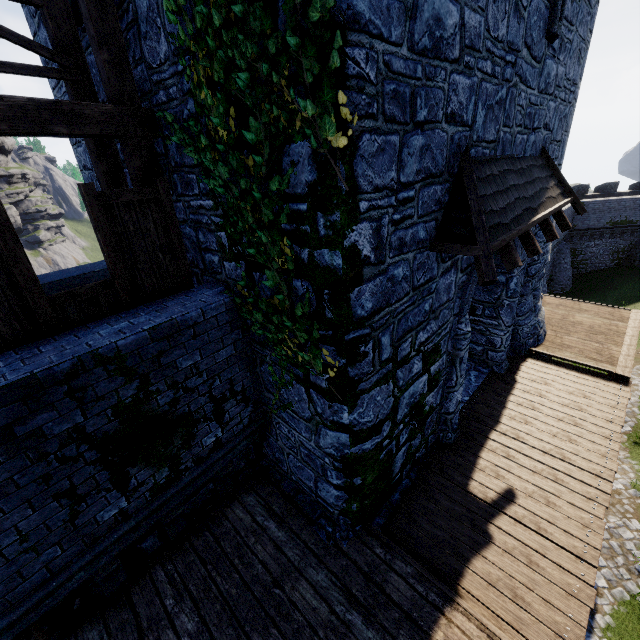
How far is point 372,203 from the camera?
3.39m

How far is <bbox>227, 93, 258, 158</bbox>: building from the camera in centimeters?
351cm

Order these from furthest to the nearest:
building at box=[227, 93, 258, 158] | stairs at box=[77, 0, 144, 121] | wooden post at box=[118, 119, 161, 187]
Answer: wooden post at box=[118, 119, 161, 187] < stairs at box=[77, 0, 144, 121] < building at box=[227, 93, 258, 158]

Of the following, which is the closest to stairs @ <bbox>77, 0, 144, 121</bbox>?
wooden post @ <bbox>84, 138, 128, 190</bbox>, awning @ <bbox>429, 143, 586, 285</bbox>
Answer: wooden post @ <bbox>84, 138, 128, 190</bbox>

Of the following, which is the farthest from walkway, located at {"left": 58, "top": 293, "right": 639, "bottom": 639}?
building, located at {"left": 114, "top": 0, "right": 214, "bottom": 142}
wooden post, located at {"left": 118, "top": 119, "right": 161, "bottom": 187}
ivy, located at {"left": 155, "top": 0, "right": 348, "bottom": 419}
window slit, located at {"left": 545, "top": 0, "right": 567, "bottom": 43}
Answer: window slit, located at {"left": 545, "top": 0, "right": 567, "bottom": 43}

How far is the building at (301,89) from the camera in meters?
2.9 m

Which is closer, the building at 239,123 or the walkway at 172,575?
the building at 239,123
